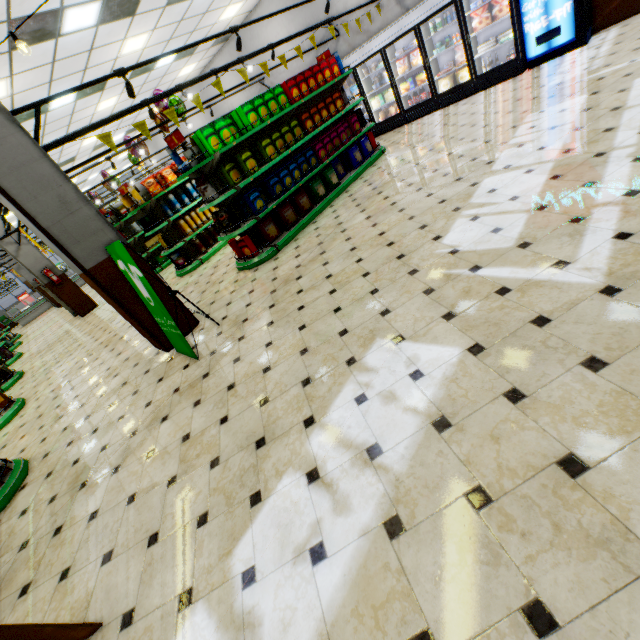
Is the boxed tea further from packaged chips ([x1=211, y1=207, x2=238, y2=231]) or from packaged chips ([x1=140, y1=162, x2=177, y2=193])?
packaged chips ([x1=211, y1=207, x2=238, y2=231])

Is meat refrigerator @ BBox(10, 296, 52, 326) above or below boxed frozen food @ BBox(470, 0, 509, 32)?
below

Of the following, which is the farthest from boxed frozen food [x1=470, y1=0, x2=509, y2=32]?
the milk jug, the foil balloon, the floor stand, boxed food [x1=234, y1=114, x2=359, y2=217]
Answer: the floor stand

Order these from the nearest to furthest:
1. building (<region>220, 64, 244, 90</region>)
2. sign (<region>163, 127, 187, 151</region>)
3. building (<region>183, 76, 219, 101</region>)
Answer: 1. sign (<region>163, 127, 187, 151</region>)
2. building (<region>220, 64, 244, 90</region>)
3. building (<region>183, 76, 219, 101</region>)

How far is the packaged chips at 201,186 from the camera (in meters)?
5.47

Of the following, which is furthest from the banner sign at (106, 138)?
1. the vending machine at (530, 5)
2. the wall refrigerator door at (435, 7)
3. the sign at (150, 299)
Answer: the vending machine at (530, 5)

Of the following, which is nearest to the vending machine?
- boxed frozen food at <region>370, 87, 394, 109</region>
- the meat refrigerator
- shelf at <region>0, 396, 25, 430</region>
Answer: boxed frozen food at <region>370, 87, 394, 109</region>

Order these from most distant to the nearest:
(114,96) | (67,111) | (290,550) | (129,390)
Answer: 1. (114,96)
2. (67,111)
3. (129,390)
4. (290,550)
